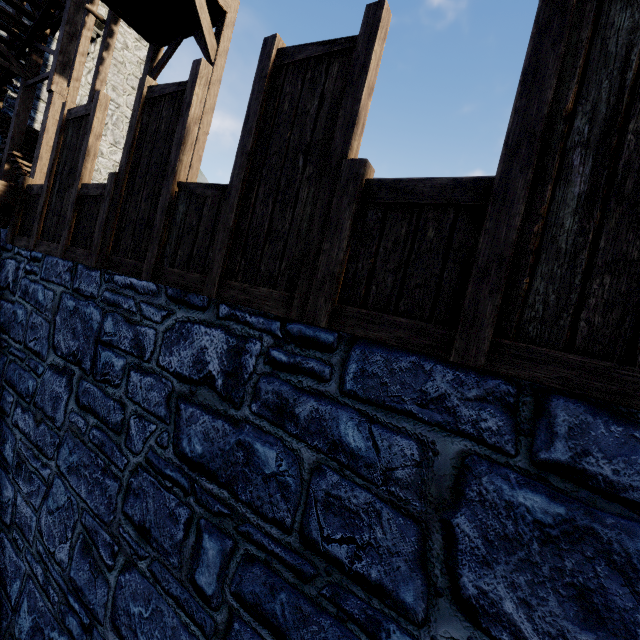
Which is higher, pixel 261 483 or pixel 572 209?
pixel 572 209

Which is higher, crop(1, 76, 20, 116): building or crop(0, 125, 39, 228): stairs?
crop(1, 76, 20, 116): building

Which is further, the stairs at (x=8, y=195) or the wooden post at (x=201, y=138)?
the wooden post at (x=201, y=138)

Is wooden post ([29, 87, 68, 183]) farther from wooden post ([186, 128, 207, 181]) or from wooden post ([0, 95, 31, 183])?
wooden post ([186, 128, 207, 181])

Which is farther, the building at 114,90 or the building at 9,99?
the building at 114,90

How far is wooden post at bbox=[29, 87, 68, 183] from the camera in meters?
7.5 m

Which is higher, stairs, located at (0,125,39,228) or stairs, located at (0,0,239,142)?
stairs, located at (0,0,239,142)

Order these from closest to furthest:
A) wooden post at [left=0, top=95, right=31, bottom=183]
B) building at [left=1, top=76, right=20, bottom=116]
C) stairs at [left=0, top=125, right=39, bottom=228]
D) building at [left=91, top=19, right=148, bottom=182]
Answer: stairs at [left=0, top=125, right=39, bottom=228]
wooden post at [left=0, top=95, right=31, bottom=183]
building at [left=1, top=76, right=20, bottom=116]
building at [left=91, top=19, right=148, bottom=182]
